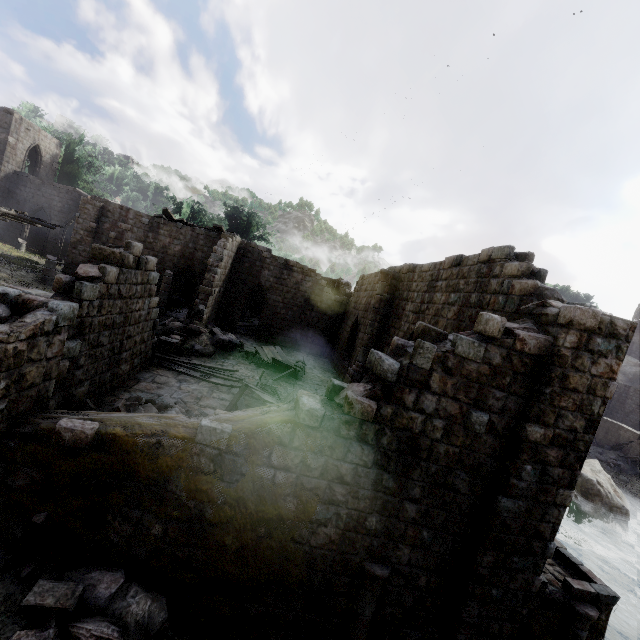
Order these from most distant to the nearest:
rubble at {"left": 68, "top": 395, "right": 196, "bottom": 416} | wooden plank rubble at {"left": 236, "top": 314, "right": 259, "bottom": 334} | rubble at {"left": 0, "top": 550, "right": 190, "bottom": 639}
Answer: wooden plank rubble at {"left": 236, "top": 314, "right": 259, "bottom": 334} < rubble at {"left": 68, "top": 395, "right": 196, "bottom": 416} < rubble at {"left": 0, "top": 550, "right": 190, "bottom": 639}

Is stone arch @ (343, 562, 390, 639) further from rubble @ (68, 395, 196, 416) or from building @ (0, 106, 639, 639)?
rubble @ (68, 395, 196, 416)

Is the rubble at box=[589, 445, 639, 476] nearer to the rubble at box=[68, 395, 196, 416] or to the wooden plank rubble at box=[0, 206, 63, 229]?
the rubble at box=[68, 395, 196, 416]

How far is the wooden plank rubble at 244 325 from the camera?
26.8 meters

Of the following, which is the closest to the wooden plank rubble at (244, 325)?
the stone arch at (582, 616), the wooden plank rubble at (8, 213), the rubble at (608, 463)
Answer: the wooden plank rubble at (8, 213)

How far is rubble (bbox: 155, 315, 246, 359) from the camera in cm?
1545

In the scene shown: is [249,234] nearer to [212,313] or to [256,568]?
[212,313]
